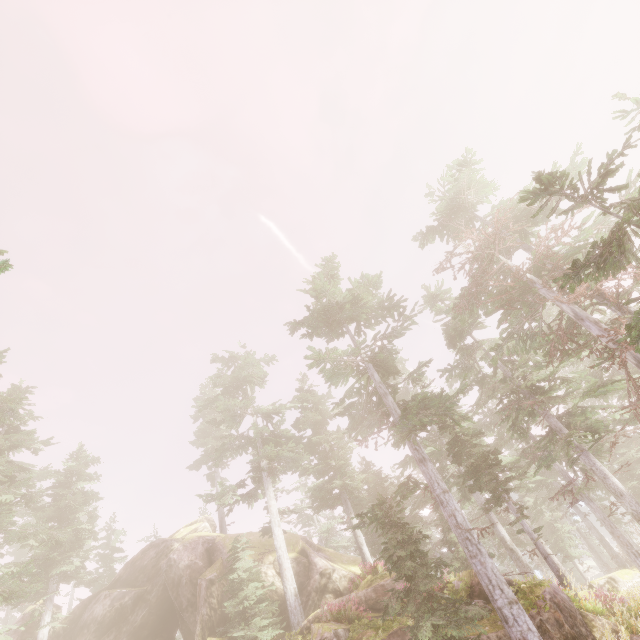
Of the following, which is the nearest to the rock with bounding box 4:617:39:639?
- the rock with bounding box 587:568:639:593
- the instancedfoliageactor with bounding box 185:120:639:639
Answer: the instancedfoliageactor with bounding box 185:120:639:639

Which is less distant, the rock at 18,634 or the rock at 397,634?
the rock at 397,634

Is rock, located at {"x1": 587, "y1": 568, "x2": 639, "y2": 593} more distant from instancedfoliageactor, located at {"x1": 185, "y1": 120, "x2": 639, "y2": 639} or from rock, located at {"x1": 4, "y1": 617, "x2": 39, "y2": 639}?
rock, located at {"x1": 4, "y1": 617, "x2": 39, "y2": 639}

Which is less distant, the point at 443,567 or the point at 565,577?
the point at 565,577

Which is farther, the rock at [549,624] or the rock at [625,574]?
the rock at [625,574]

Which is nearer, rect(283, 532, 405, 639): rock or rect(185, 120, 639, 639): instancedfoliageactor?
rect(185, 120, 639, 639): instancedfoliageactor
